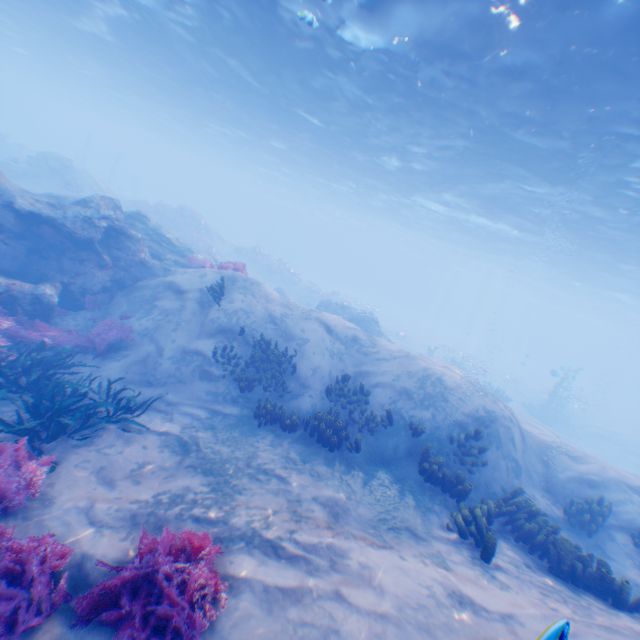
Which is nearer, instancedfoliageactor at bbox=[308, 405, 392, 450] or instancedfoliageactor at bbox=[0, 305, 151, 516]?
instancedfoliageactor at bbox=[0, 305, 151, 516]

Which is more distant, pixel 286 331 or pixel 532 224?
pixel 532 224

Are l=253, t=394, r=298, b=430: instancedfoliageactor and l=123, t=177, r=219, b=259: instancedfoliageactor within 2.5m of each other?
no

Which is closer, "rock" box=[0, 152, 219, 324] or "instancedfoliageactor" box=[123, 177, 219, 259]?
"rock" box=[0, 152, 219, 324]

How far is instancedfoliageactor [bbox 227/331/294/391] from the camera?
10.0m

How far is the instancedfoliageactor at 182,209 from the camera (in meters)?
29.30

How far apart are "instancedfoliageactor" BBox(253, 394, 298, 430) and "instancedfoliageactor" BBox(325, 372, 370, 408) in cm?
121

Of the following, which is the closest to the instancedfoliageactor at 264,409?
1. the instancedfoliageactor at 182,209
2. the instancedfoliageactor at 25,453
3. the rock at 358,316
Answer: the instancedfoliageactor at 25,453
